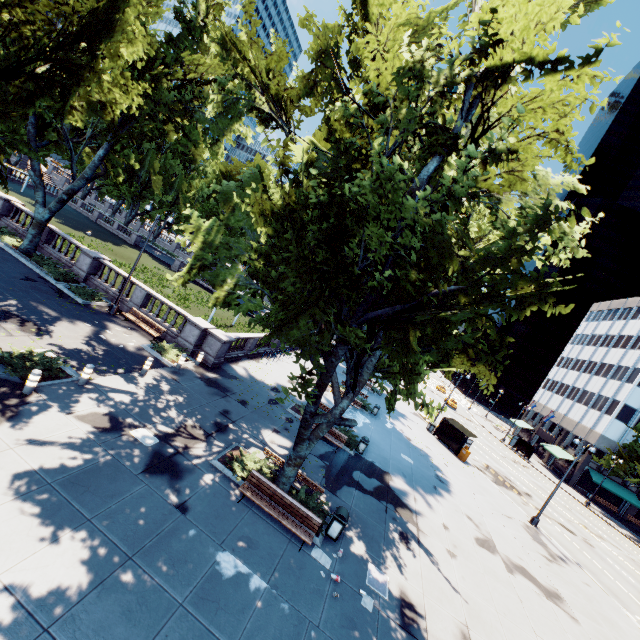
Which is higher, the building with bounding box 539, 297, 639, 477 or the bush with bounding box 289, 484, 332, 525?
the building with bounding box 539, 297, 639, 477

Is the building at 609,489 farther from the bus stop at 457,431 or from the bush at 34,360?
the bush at 34,360

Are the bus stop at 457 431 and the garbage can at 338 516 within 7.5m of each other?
no

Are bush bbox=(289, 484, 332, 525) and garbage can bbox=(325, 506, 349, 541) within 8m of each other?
yes

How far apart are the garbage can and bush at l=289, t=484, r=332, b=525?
0.0m

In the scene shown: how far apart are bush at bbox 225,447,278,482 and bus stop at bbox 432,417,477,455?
24.0m

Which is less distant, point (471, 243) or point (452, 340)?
point (452, 340)

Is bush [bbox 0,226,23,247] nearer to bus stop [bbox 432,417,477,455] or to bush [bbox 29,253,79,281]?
bush [bbox 29,253,79,281]
